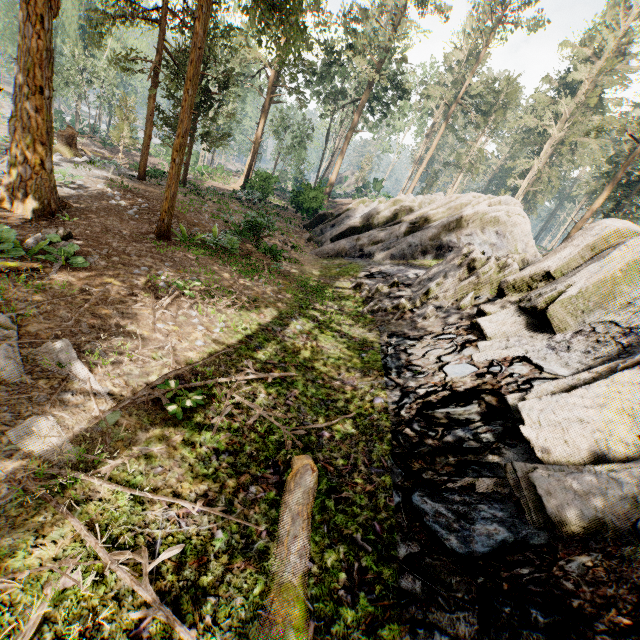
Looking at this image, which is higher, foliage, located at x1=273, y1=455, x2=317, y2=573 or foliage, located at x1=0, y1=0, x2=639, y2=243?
foliage, located at x1=0, y1=0, x2=639, y2=243

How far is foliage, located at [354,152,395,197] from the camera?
44.84m

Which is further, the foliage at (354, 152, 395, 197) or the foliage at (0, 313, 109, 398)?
the foliage at (354, 152, 395, 197)

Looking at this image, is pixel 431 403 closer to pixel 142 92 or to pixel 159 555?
pixel 159 555

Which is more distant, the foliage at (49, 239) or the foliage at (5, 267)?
the foliage at (49, 239)

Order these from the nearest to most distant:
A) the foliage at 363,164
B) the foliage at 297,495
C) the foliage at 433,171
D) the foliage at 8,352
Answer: the foliage at 297,495
the foliage at 8,352
the foliage at 363,164
the foliage at 433,171
